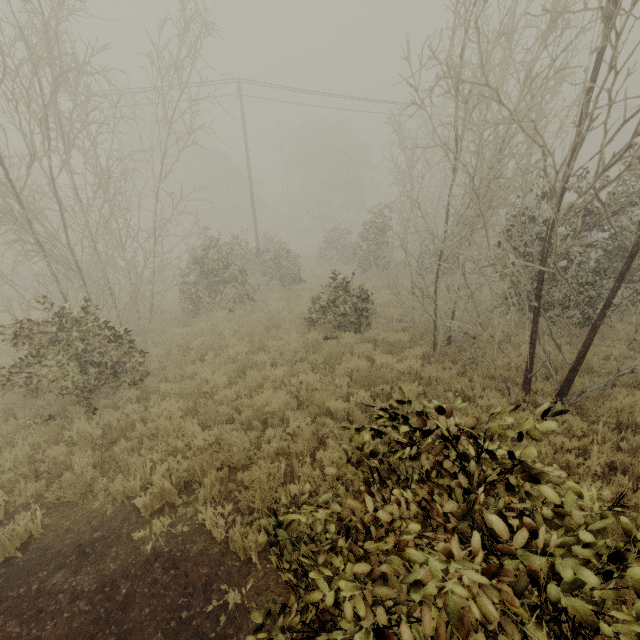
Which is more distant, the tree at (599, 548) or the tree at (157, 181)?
the tree at (157, 181)

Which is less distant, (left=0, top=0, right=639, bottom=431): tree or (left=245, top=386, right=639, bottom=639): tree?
(left=245, top=386, right=639, bottom=639): tree

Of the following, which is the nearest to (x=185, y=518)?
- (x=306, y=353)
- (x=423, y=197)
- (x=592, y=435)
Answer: (x=306, y=353)
